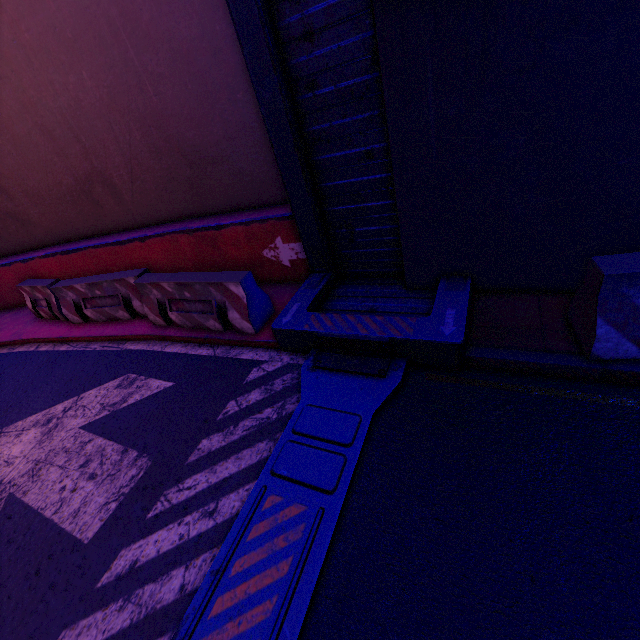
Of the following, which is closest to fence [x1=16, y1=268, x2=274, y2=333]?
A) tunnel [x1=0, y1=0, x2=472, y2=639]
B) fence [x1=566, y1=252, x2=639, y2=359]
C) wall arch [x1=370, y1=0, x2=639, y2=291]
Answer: tunnel [x1=0, y1=0, x2=472, y2=639]

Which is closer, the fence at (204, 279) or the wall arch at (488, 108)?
the wall arch at (488, 108)

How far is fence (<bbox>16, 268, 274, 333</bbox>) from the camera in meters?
4.9 m

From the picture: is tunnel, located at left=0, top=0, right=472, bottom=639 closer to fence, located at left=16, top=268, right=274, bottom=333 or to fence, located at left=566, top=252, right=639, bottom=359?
fence, located at left=16, top=268, right=274, bottom=333

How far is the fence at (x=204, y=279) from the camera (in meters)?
4.87

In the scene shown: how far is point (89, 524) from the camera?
3.31m

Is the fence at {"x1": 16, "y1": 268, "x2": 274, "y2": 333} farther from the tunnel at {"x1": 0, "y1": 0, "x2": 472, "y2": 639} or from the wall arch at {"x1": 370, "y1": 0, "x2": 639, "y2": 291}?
the wall arch at {"x1": 370, "y1": 0, "x2": 639, "y2": 291}

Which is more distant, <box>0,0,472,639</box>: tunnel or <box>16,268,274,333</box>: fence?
<box>16,268,274,333</box>: fence
